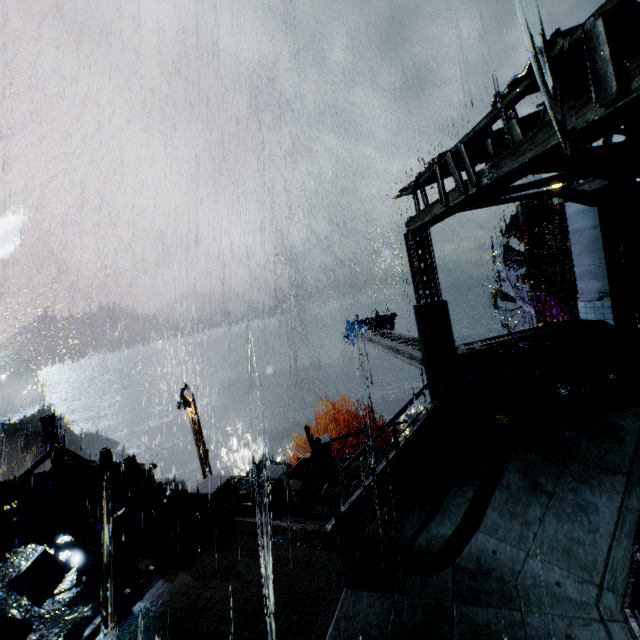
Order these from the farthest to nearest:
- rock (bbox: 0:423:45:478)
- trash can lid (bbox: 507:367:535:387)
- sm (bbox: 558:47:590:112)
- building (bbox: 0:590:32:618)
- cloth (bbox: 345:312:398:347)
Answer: rock (bbox: 0:423:45:478) → cloth (bbox: 345:312:398:347) → trash can lid (bbox: 507:367:535:387) → building (bbox: 0:590:32:618) → sm (bbox: 558:47:590:112)

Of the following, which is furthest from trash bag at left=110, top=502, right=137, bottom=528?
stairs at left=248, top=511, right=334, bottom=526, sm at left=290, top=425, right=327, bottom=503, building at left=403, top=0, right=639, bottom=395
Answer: sm at left=290, top=425, right=327, bottom=503

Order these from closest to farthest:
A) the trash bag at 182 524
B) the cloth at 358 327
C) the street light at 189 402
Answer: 1. the trash bag at 182 524
2. the street light at 189 402
3. the cloth at 358 327

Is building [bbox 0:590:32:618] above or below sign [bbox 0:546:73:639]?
below

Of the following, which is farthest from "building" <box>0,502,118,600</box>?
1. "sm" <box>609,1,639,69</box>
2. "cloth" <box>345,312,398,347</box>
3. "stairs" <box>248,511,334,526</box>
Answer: "cloth" <box>345,312,398,347</box>

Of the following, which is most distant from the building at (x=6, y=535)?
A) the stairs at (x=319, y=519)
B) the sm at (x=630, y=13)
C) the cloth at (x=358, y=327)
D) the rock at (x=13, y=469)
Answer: the cloth at (x=358, y=327)

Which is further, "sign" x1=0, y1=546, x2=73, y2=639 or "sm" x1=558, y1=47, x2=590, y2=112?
"sign" x1=0, y1=546, x2=73, y2=639

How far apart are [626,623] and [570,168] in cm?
959
